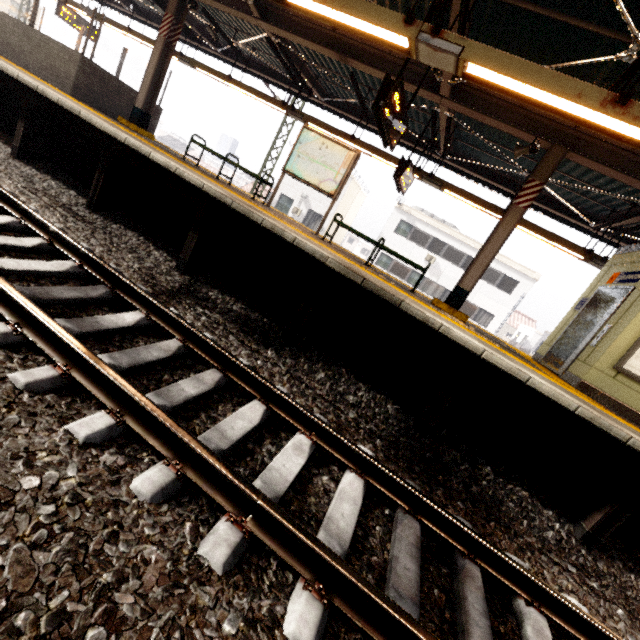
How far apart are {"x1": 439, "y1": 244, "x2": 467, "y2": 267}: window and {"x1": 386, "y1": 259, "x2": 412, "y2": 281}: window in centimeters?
212cm

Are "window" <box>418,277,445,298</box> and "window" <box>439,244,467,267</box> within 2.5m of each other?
yes

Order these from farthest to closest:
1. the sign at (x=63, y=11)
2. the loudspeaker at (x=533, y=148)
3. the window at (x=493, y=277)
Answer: the window at (x=493, y=277) < the sign at (x=63, y=11) < the loudspeaker at (x=533, y=148)

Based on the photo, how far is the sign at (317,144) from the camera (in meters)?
7.19

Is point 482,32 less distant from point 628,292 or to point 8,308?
point 628,292

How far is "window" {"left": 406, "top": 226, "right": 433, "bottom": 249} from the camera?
25.7m

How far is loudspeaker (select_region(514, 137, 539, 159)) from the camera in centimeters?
609cm

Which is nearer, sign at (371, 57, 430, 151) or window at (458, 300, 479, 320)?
sign at (371, 57, 430, 151)
